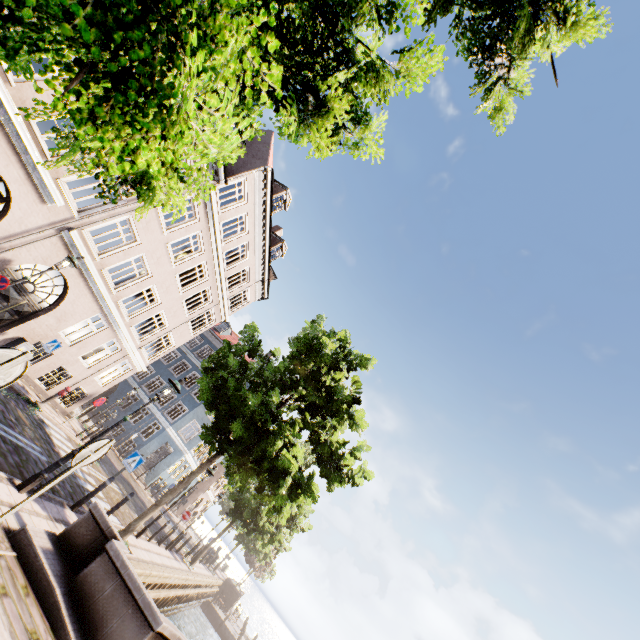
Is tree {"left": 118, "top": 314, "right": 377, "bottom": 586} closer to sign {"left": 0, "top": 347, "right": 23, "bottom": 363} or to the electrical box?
sign {"left": 0, "top": 347, "right": 23, "bottom": 363}

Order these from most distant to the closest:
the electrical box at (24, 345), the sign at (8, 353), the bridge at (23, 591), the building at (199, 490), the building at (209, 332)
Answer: the building at (199, 490)
the electrical box at (24, 345)
the building at (209, 332)
the bridge at (23, 591)
the sign at (8, 353)

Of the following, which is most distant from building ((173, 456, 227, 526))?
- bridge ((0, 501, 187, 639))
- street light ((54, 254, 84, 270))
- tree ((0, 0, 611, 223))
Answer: bridge ((0, 501, 187, 639))

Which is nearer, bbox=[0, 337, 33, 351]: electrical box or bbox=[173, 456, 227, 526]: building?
bbox=[0, 337, 33, 351]: electrical box

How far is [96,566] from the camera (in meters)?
5.64

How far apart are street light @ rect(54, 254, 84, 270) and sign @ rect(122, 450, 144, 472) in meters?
6.3

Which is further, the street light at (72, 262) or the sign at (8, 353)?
the street light at (72, 262)

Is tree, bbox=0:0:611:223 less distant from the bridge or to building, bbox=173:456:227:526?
the bridge
